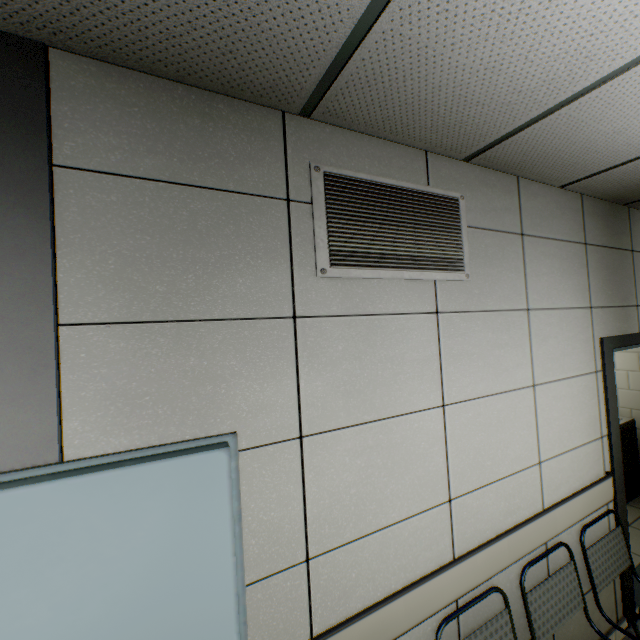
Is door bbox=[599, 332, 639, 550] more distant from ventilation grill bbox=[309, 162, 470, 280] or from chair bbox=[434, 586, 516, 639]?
ventilation grill bbox=[309, 162, 470, 280]

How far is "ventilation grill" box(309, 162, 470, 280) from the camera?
1.4 meters

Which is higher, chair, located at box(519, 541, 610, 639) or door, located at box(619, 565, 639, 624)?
chair, located at box(519, 541, 610, 639)

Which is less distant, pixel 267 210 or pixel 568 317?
pixel 267 210

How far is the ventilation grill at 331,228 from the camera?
1.39m

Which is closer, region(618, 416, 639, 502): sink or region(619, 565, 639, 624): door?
region(619, 565, 639, 624): door

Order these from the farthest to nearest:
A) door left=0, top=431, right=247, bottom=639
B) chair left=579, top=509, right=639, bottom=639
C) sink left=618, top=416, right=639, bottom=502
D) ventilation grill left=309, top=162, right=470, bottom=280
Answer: sink left=618, top=416, right=639, bottom=502 < chair left=579, top=509, right=639, bottom=639 < ventilation grill left=309, top=162, right=470, bottom=280 < door left=0, top=431, right=247, bottom=639

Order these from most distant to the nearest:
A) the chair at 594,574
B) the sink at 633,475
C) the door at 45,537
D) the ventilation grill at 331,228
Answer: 1. the sink at 633,475
2. the chair at 594,574
3. the ventilation grill at 331,228
4. the door at 45,537
